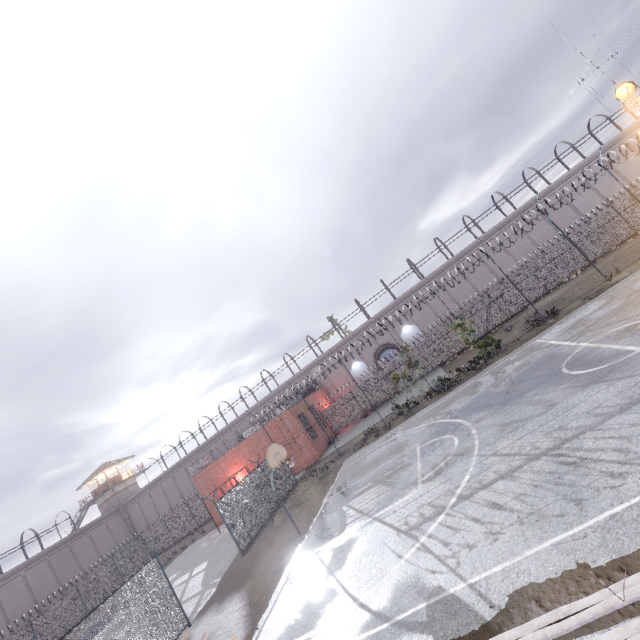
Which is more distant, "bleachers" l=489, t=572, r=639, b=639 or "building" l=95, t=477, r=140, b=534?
"building" l=95, t=477, r=140, b=534

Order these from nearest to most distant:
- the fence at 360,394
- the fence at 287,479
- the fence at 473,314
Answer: the fence at 473,314 < the fence at 287,479 < the fence at 360,394

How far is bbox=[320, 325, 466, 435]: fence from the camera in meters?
30.2

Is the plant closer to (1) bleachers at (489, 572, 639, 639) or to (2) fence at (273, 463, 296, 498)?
(2) fence at (273, 463, 296, 498)

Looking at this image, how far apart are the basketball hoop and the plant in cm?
1172

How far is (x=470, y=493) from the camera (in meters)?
8.22

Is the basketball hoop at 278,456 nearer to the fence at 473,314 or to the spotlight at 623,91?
the fence at 473,314
